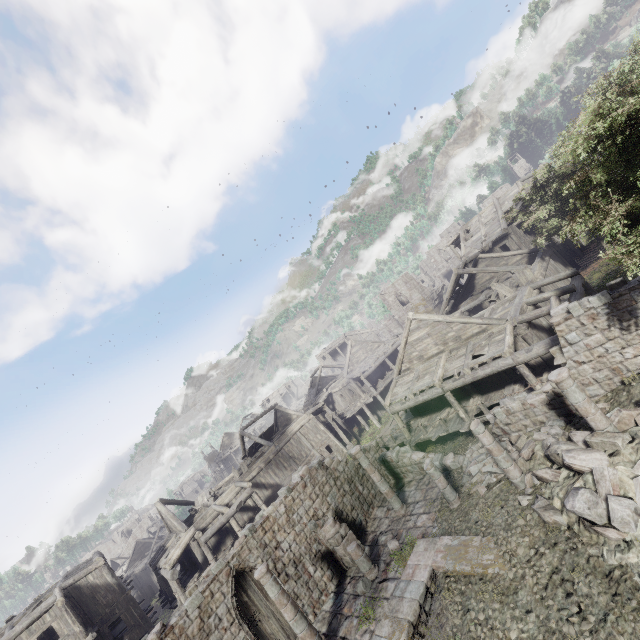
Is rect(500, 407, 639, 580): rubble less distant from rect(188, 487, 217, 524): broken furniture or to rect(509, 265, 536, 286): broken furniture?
rect(509, 265, 536, 286): broken furniture

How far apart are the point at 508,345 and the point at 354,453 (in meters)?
9.38

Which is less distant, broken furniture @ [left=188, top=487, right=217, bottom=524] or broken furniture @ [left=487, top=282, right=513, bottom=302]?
broken furniture @ [left=487, top=282, right=513, bottom=302]

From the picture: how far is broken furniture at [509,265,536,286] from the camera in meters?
20.3

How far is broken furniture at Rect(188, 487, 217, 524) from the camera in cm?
2590

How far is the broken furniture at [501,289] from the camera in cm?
2111

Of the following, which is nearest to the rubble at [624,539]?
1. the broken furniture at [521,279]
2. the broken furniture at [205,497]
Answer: the broken furniture at [521,279]

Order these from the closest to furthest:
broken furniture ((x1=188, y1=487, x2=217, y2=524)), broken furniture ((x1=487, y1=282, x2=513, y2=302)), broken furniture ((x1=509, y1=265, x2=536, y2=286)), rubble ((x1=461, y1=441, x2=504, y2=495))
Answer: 1. rubble ((x1=461, y1=441, x2=504, y2=495))
2. broken furniture ((x1=509, y1=265, x2=536, y2=286))
3. broken furniture ((x1=487, y1=282, x2=513, y2=302))
4. broken furniture ((x1=188, y1=487, x2=217, y2=524))
